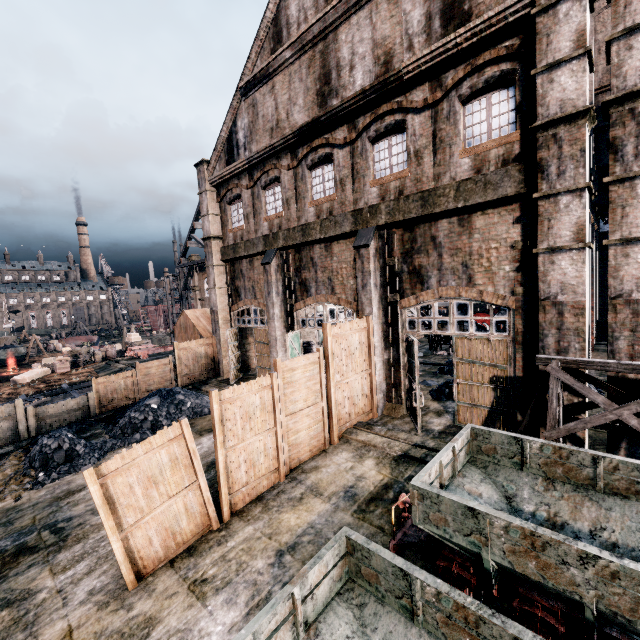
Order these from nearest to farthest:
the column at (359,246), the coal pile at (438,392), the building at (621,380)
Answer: the building at (621,380), the column at (359,246), the coal pile at (438,392)

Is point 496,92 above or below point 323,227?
above

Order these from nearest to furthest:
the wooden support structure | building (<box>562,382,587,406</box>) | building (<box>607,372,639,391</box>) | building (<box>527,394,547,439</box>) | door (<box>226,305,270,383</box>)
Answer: the wooden support structure
building (<box>607,372,639,391</box>)
building (<box>562,382,587,406</box>)
building (<box>527,394,547,439</box>)
door (<box>226,305,270,383</box>)

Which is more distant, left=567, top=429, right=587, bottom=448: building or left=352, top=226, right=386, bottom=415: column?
left=352, top=226, right=386, bottom=415: column

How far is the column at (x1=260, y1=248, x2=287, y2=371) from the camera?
18.1 meters

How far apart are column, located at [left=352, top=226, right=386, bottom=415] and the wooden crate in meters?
37.4 m

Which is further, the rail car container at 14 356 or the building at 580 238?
the rail car container at 14 356

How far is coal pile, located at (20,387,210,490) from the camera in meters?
12.3
